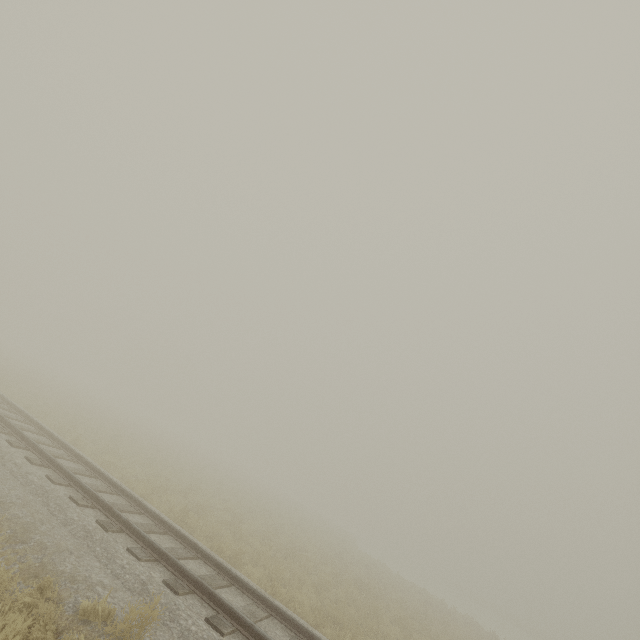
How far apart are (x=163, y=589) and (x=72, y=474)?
4.3m
